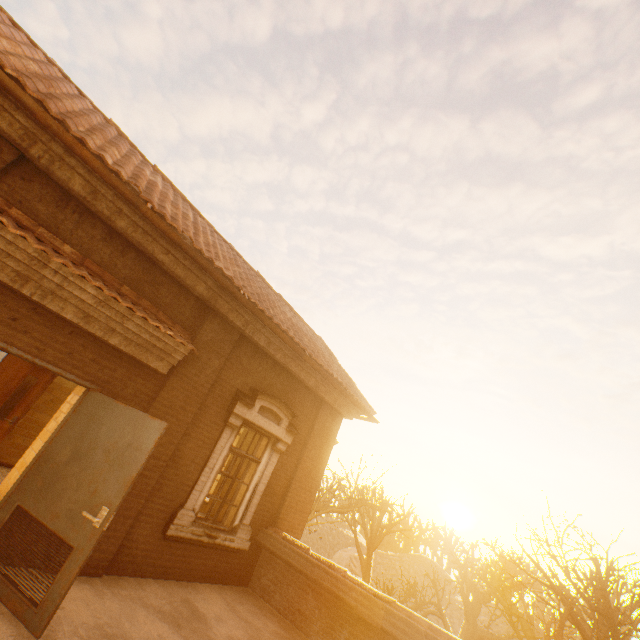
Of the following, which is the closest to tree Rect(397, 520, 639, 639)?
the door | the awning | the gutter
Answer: the gutter

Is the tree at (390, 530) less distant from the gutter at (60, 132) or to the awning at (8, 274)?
the gutter at (60, 132)

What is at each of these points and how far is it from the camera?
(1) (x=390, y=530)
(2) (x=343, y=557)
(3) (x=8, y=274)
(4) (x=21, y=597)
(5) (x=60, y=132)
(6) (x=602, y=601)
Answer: (1) tree, 26.2 meters
(2) rock, 37.4 meters
(3) awning, 3.8 meters
(4) door, 3.2 meters
(5) gutter, 3.7 meters
(6) tree, 14.2 meters

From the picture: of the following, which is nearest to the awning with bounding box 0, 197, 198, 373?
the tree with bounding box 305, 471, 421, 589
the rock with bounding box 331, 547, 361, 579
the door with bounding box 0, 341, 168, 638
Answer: the door with bounding box 0, 341, 168, 638

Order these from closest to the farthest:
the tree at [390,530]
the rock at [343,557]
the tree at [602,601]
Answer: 1. the tree at [602,601]
2. the tree at [390,530]
3. the rock at [343,557]

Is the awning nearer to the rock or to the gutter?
the gutter

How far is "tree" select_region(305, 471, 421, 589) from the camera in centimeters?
1506cm

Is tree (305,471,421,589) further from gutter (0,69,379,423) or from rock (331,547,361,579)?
rock (331,547,361,579)
